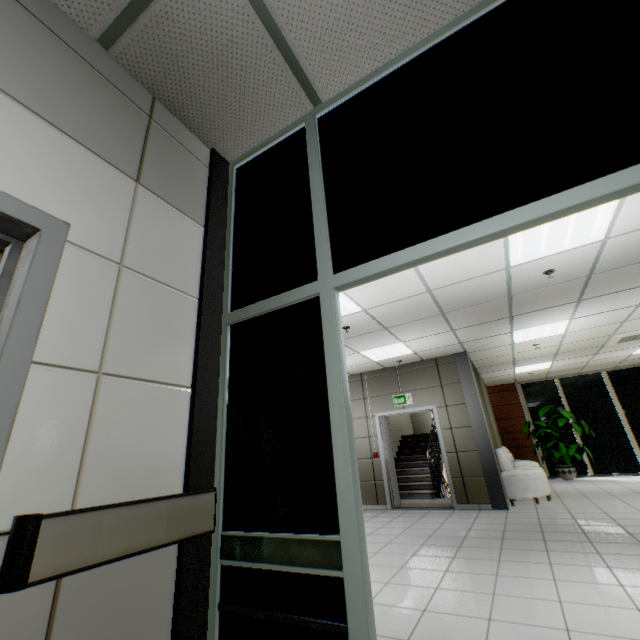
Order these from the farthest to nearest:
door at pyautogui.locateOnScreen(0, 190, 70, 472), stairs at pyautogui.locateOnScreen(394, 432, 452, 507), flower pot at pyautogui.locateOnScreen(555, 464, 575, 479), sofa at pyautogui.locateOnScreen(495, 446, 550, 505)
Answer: flower pot at pyautogui.locateOnScreen(555, 464, 575, 479) → stairs at pyautogui.locateOnScreen(394, 432, 452, 507) → sofa at pyautogui.locateOnScreen(495, 446, 550, 505) → door at pyautogui.locateOnScreen(0, 190, 70, 472)

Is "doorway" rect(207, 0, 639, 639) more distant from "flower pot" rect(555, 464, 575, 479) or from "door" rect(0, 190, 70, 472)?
"flower pot" rect(555, 464, 575, 479)

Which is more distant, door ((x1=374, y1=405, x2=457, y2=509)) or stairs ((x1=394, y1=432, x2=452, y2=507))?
stairs ((x1=394, y1=432, x2=452, y2=507))

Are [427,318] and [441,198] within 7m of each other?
yes

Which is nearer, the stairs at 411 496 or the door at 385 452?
the door at 385 452

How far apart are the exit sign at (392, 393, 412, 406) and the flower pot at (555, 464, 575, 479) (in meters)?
6.21

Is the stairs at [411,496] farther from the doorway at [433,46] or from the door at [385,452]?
the doorway at [433,46]

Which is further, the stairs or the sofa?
the stairs
